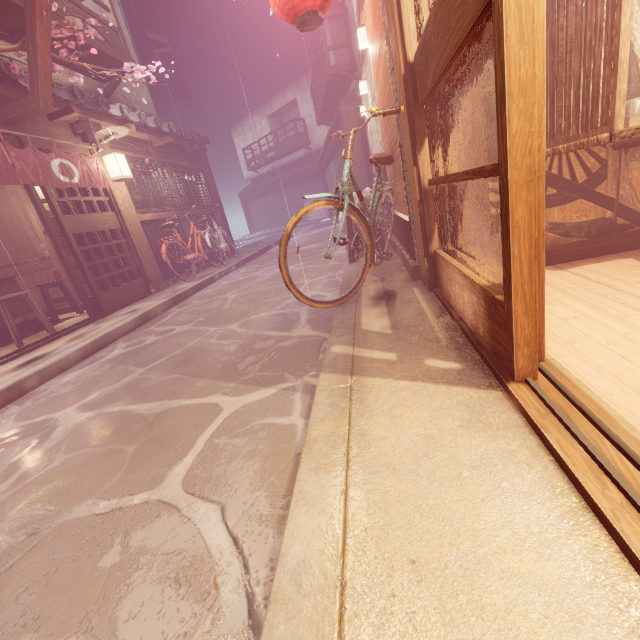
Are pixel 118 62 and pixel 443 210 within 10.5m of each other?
no

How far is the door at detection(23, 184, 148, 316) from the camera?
8.9 meters

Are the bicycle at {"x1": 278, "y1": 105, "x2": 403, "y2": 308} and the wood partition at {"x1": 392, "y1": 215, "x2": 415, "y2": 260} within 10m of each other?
yes

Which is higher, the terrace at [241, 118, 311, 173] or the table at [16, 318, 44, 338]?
the terrace at [241, 118, 311, 173]

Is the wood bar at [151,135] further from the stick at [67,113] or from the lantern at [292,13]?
the lantern at [292,13]

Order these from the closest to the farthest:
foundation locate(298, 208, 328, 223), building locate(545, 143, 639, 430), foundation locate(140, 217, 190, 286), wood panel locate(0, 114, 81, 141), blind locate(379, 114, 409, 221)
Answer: building locate(545, 143, 639, 430) → blind locate(379, 114, 409, 221) → wood panel locate(0, 114, 81, 141) → foundation locate(140, 217, 190, 286) → foundation locate(298, 208, 328, 223)

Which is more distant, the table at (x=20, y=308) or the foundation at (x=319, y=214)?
the foundation at (x=319, y=214)

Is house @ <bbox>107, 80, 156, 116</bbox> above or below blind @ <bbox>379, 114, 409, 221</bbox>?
above
